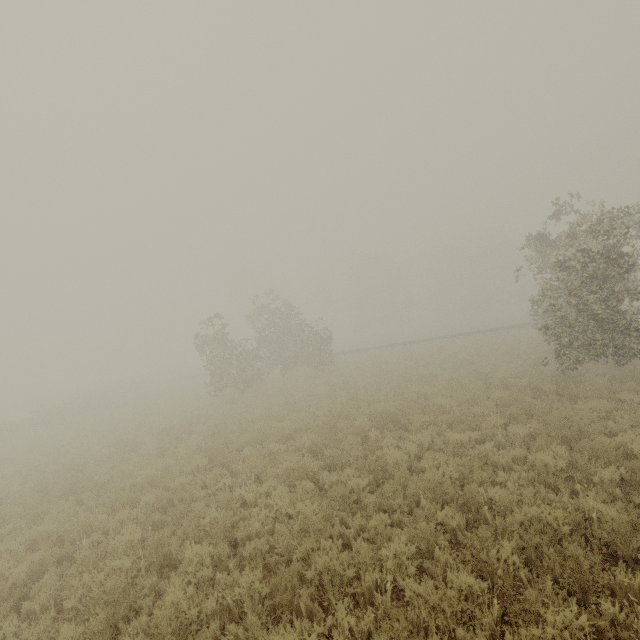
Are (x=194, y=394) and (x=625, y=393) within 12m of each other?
no
